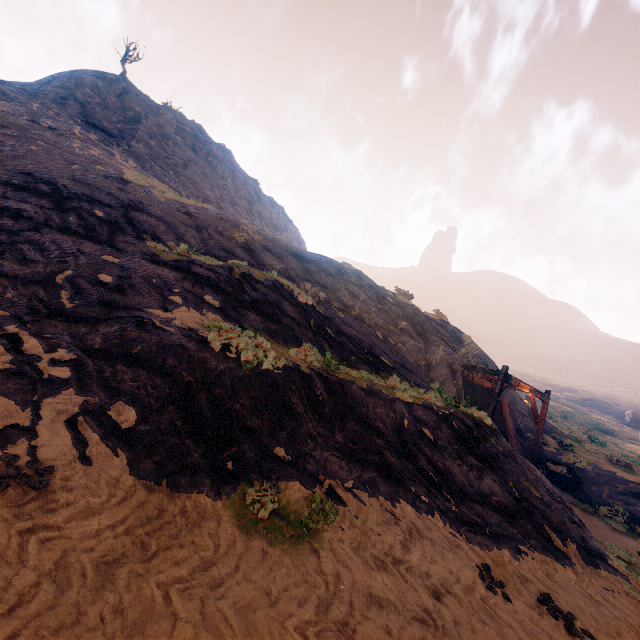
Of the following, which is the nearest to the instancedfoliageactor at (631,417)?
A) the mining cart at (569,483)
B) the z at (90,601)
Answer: the z at (90,601)

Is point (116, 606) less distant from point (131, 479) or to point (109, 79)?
point (131, 479)

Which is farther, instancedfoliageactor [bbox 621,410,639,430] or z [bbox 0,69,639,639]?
instancedfoliageactor [bbox 621,410,639,430]

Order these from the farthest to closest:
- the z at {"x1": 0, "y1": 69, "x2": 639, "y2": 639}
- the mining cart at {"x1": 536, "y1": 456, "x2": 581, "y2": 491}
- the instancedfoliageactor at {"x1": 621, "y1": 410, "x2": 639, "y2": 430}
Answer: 1. the instancedfoliageactor at {"x1": 621, "y1": 410, "x2": 639, "y2": 430}
2. the mining cart at {"x1": 536, "y1": 456, "x2": 581, "y2": 491}
3. the z at {"x1": 0, "y1": 69, "x2": 639, "y2": 639}

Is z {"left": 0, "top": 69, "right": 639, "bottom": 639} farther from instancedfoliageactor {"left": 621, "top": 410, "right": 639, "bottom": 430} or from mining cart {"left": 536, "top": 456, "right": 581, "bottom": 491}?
instancedfoliageactor {"left": 621, "top": 410, "right": 639, "bottom": 430}

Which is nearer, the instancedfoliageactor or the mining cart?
the mining cart

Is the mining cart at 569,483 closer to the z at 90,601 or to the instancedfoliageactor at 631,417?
the z at 90,601
